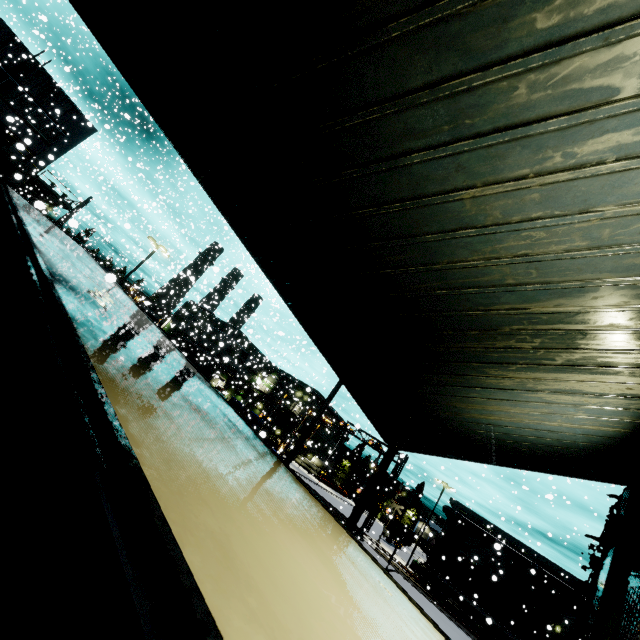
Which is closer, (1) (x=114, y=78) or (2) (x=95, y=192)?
(1) (x=114, y=78)

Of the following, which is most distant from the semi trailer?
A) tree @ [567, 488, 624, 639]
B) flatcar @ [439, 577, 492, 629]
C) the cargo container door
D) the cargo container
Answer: the cargo container door

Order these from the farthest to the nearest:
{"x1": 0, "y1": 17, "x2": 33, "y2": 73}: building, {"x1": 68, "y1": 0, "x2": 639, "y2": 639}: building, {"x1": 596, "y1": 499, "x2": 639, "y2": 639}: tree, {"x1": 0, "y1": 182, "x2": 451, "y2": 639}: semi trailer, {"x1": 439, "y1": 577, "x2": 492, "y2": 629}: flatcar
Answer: {"x1": 439, "y1": 577, "x2": 492, "y2": 629}: flatcar → {"x1": 0, "y1": 17, "x2": 33, "y2": 73}: building → {"x1": 596, "y1": 499, "x2": 639, "y2": 639}: tree → {"x1": 68, "y1": 0, "x2": 639, "y2": 639}: building → {"x1": 0, "y1": 182, "x2": 451, "y2": 639}: semi trailer

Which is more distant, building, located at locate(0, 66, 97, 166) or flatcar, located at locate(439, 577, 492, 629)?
flatcar, located at locate(439, 577, 492, 629)

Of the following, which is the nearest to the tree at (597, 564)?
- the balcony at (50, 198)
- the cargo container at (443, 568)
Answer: the cargo container at (443, 568)

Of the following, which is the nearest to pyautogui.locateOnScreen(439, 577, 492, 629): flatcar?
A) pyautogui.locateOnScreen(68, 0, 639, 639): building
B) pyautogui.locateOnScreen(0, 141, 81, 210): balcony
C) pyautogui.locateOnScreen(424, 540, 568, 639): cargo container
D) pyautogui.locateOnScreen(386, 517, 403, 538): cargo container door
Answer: pyautogui.locateOnScreen(424, 540, 568, 639): cargo container

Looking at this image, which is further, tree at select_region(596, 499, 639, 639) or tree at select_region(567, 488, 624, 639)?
tree at select_region(567, 488, 624, 639)

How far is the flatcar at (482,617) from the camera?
27.95m
